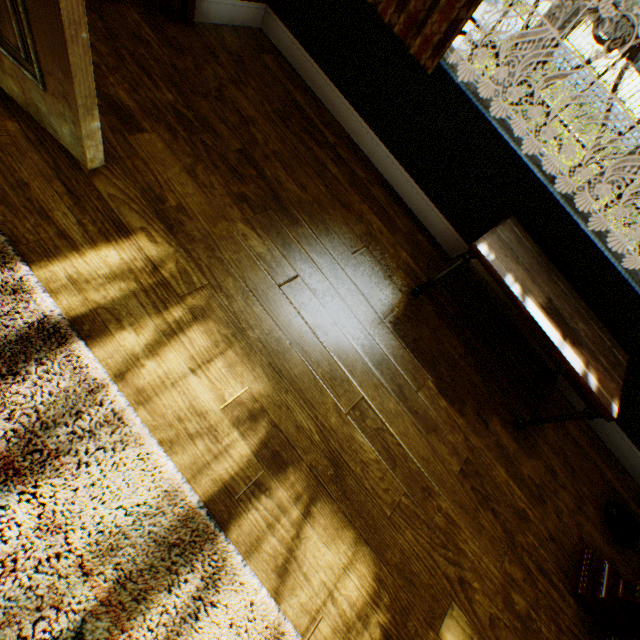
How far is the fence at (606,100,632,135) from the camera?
11.0m

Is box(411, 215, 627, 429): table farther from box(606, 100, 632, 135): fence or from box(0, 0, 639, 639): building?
box(606, 100, 632, 135): fence

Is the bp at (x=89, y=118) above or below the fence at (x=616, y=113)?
above

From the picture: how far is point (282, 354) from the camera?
1.6m

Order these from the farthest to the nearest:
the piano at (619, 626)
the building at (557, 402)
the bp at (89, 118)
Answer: the building at (557, 402) → the piano at (619, 626) → the bp at (89, 118)

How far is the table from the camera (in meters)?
1.73

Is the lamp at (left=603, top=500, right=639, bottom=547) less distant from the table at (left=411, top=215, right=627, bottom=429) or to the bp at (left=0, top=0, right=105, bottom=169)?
the table at (left=411, top=215, right=627, bottom=429)

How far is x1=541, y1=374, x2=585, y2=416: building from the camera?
2.39m
